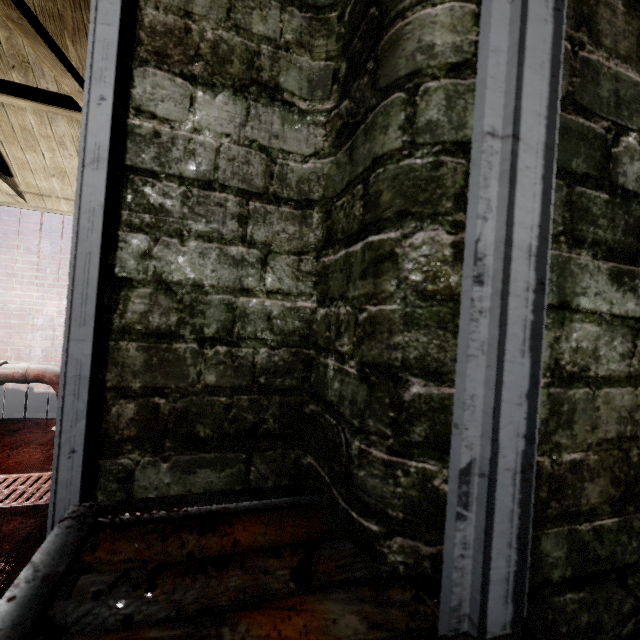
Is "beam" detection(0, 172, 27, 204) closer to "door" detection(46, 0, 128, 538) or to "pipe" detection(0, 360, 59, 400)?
"door" detection(46, 0, 128, 538)

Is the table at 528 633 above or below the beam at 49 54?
below

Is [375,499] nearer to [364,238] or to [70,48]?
[364,238]

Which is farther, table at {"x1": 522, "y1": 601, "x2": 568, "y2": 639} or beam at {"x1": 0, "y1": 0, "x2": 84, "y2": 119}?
beam at {"x1": 0, "y1": 0, "x2": 84, "y2": 119}

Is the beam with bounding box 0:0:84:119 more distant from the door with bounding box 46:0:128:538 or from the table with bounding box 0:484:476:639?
the table with bounding box 0:484:476:639

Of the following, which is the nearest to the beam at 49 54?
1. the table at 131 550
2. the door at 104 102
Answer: the door at 104 102

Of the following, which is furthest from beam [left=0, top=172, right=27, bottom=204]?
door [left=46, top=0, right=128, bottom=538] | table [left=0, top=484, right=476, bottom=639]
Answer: table [left=0, top=484, right=476, bottom=639]

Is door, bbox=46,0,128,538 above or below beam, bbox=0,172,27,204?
below
